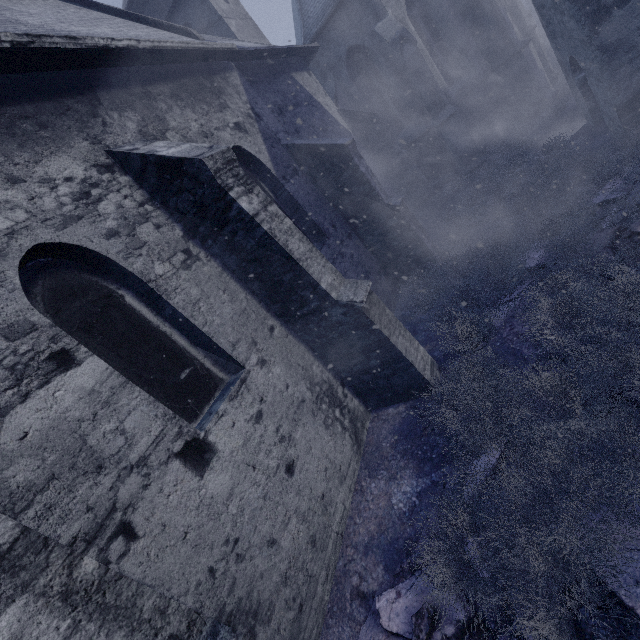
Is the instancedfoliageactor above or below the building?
below

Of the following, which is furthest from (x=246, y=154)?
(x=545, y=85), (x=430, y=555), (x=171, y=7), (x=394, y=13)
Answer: (x=171, y=7)

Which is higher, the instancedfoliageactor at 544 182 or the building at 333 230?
the building at 333 230
